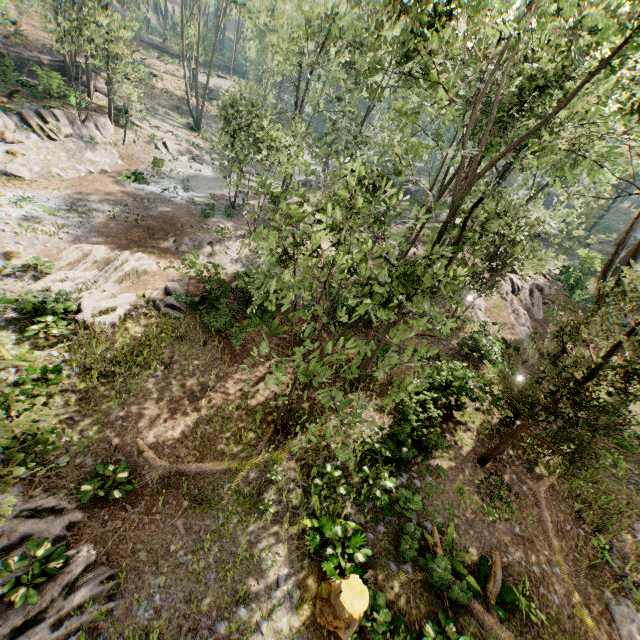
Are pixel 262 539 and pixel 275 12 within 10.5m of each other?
no

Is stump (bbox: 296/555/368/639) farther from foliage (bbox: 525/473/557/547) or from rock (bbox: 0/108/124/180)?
rock (bbox: 0/108/124/180)

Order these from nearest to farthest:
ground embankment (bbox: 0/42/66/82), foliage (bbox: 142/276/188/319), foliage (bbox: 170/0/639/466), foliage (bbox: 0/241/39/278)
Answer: foliage (bbox: 170/0/639/466)
foliage (bbox: 0/241/39/278)
foliage (bbox: 142/276/188/319)
ground embankment (bbox: 0/42/66/82)

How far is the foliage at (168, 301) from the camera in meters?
16.0 m

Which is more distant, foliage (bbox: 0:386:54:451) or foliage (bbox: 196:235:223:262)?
foliage (bbox: 196:235:223:262)

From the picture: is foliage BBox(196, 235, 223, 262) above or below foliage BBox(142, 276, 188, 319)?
below

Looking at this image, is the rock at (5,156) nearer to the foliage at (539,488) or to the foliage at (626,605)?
the foliage at (539,488)

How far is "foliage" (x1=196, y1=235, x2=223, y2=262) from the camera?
21.8m
